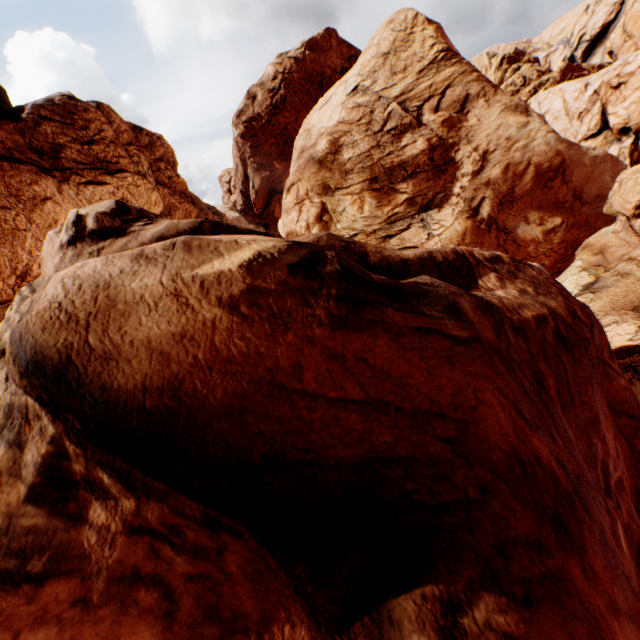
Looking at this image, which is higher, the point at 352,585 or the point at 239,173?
the point at 239,173
